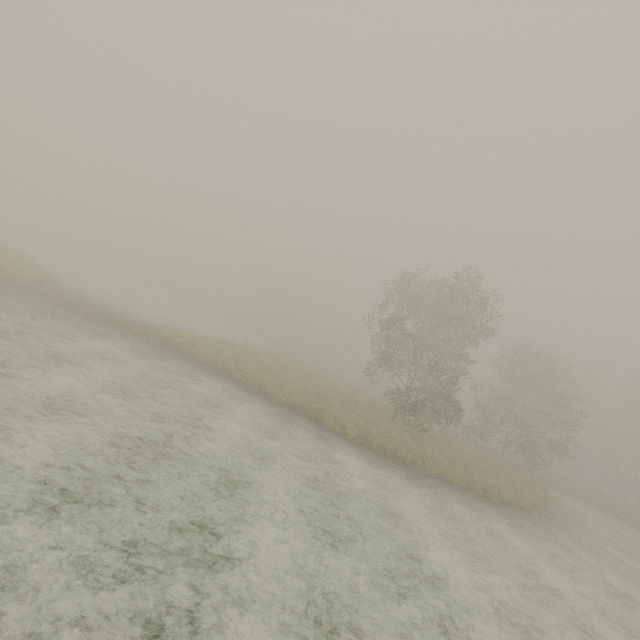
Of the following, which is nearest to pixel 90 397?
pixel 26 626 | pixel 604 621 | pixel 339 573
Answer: pixel 26 626
